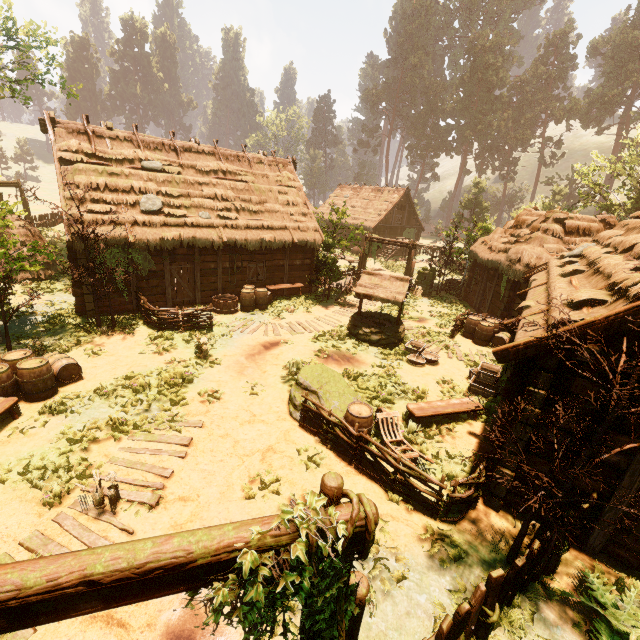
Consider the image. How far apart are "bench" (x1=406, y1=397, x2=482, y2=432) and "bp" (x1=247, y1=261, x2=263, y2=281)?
11.7 meters

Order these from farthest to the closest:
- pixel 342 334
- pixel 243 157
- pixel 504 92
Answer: pixel 504 92
pixel 243 157
pixel 342 334

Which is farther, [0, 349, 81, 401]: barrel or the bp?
the bp

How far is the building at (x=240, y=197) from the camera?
13.81m

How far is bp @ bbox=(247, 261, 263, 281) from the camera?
17.7 meters

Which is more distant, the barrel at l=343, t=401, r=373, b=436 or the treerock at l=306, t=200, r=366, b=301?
the treerock at l=306, t=200, r=366, b=301

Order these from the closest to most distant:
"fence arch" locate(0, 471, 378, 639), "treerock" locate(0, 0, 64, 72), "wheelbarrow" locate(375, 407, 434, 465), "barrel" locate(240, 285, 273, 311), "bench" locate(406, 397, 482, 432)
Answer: "fence arch" locate(0, 471, 378, 639), "wheelbarrow" locate(375, 407, 434, 465), "bench" locate(406, 397, 482, 432), "treerock" locate(0, 0, 64, 72), "barrel" locate(240, 285, 273, 311)

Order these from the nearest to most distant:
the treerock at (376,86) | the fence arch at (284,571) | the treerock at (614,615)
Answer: the fence arch at (284,571), the treerock at (614,615), the treerock at (376,86)
